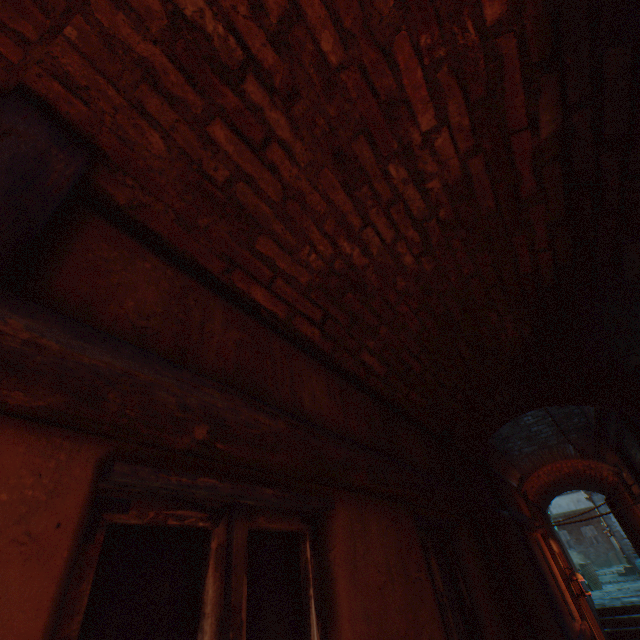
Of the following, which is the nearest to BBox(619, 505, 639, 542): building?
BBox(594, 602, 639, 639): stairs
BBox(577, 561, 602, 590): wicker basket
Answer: BBox(594, 602, 639, 639): stairs

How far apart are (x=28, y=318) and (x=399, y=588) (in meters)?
1.89

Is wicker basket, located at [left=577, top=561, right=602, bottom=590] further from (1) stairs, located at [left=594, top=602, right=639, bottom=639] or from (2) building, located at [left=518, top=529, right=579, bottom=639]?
(1) stairs, located at [left=594, top=602, right=639, bottom=639]

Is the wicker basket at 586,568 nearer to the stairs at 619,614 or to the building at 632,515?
the building at 632,515

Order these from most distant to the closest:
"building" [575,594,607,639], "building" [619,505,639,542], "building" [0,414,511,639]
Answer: A: "building" [619,505,639,542] → "building" [575,594,607,639] → "building" [0,414,511,639]

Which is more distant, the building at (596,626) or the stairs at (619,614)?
the stairs at (619,614)

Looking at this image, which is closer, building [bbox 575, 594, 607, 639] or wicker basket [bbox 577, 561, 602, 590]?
building [bbox 575, 594, 607, 639]

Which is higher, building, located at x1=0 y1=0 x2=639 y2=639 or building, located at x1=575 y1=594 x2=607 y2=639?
building, located at x1=0 y1=0 x2=639 y2=639
